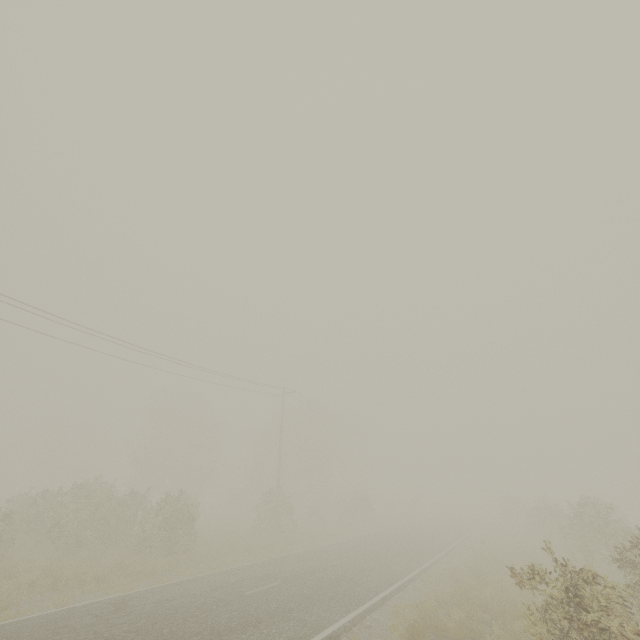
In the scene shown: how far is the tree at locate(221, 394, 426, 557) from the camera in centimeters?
2638cm

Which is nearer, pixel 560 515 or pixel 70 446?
pixel 560 515

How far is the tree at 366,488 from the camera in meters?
26.4 m

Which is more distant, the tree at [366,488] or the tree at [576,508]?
the tree at [366,488]

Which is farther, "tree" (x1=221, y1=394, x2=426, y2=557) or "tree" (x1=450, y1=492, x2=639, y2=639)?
"tree" (x1=221, y1=394, x2=426, y2=557)
